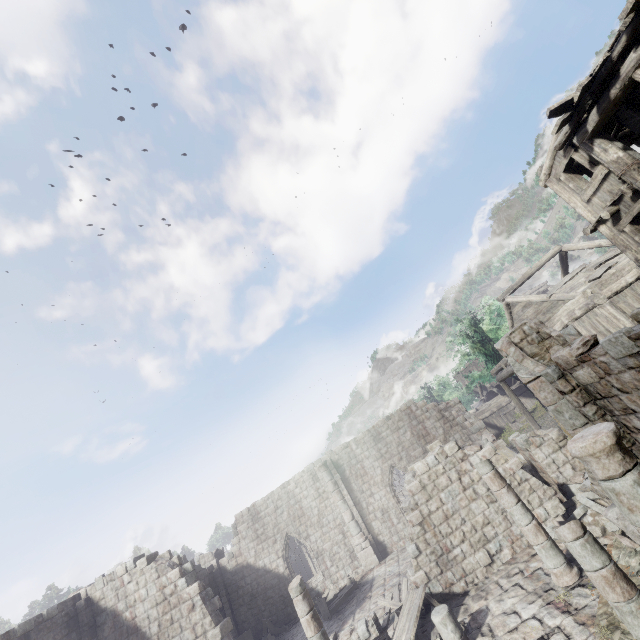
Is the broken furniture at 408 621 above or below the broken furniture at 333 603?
above

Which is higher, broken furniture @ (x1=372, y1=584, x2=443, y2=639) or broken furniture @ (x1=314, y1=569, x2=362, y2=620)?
broken furniture @ (x1=372, y1=584, x2=443, y2=639)

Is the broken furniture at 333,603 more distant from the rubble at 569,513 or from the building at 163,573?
the rubble at 569,513

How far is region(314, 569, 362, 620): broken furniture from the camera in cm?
1616

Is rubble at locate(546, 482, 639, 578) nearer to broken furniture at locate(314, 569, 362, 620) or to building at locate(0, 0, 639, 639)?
building at locate(0, 0, 639, 639)

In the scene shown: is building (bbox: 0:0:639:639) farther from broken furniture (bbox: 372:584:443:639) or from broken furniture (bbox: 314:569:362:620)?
broken furniture (bbox: 314:569:362:620)

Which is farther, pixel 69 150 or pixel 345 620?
pixel 69 150
